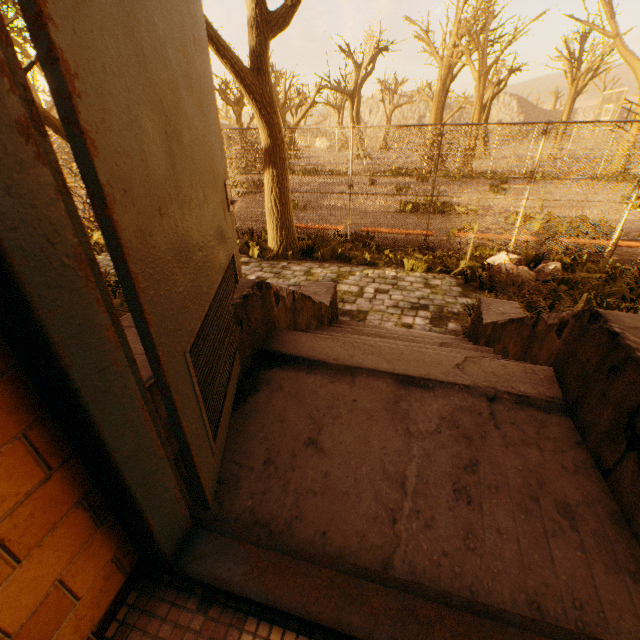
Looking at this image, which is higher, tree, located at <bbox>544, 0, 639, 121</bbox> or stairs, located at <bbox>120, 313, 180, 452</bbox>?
tree, located at <bbox>544, 0, 639, 121</bbox>

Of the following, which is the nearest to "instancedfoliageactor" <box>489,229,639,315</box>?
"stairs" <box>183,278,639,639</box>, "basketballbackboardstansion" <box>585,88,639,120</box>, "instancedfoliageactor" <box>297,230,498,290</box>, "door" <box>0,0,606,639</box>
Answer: "stairs" <box>183,278,639,639</box>

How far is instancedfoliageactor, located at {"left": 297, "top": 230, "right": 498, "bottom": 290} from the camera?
7.0 meters

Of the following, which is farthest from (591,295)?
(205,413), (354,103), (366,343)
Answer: (354,103)

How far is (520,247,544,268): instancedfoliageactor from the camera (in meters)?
7.35

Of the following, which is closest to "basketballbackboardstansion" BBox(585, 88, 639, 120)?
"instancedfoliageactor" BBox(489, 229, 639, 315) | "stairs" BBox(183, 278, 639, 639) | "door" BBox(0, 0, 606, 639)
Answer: "instancedfoliageactor" BBox(489, 229, 639, 315)

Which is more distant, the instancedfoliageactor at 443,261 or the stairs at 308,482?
the instancedfoliageactor at 443,261

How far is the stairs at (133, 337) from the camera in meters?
1.4
